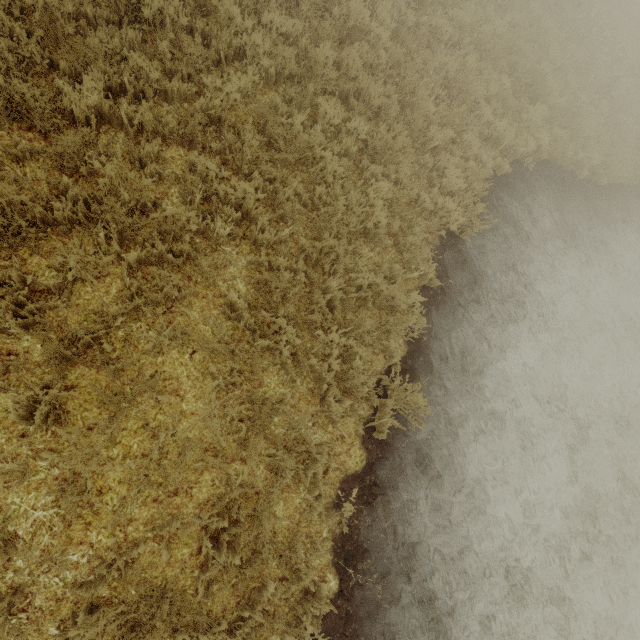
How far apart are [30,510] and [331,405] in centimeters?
302cm
